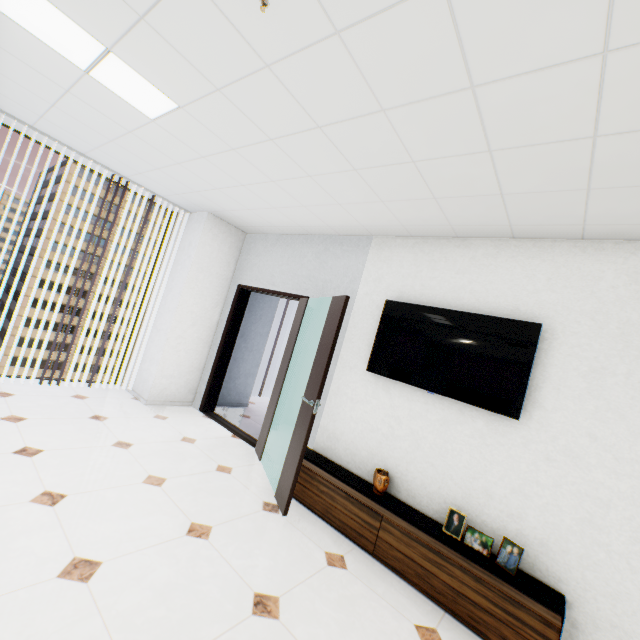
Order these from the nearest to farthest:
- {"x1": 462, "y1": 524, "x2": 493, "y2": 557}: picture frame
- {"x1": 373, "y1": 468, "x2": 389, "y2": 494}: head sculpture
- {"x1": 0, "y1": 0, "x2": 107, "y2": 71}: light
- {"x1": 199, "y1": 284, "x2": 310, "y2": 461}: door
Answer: {"x1": 0, "y1": 0, "x2": 107, "y2": 71}: light < {"x1": 462, "y1": 524, "x2": 493, "y2": 557}: picture frame < {"x1": 373, "y1": 468, "x2": 389, "y2": 494}: head sculpture < {"x1": 199, "y1": 284, "x2": 310, "y2": 461}: door

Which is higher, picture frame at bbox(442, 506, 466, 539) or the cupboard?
picture frame at bbox(442, 506, 466, 539)

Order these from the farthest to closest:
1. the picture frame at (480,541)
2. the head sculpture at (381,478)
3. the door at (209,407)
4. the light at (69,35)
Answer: the door at (209,407) → the head sculpture at (381,478) → the picture frame at (480,541) → the light at (69,35)

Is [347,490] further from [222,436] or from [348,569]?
[222,436]

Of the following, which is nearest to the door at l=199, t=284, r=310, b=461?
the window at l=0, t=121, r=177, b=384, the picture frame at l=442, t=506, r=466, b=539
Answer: the window at l=0, t=121, r=177, b=384

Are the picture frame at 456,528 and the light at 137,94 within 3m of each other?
no

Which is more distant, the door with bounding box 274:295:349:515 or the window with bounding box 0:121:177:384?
the window with bounding box 0:121:177:384

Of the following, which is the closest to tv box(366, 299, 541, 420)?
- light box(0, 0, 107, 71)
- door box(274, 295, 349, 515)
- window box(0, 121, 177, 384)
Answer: door box(274, 295, 349, 515)
